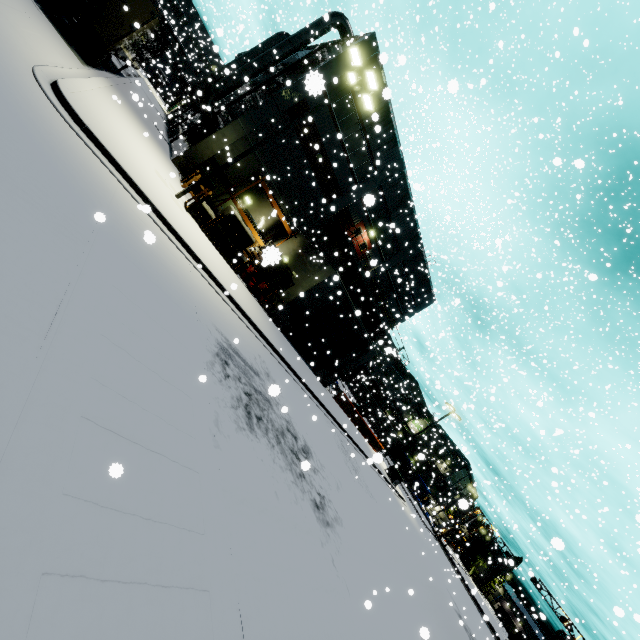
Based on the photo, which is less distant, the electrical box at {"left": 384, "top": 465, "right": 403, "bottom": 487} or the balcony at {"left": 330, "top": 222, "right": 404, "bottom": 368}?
the balcony at {"left": 330, "top": 222, "right": 404, "bottom": 368}

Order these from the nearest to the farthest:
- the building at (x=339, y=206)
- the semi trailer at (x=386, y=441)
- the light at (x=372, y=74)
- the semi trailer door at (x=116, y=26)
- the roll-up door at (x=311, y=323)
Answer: the semi trailer door at (x=116, y=26), the light at (x=372, y=74), the building at (x=339, y=206), the roll-up door at (x=311, y=323), the semi trailer at (x=386, y=441)

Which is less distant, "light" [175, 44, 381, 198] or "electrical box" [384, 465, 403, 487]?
"light" [175, 44, 381, 198]

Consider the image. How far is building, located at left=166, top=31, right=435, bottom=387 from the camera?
19.9m

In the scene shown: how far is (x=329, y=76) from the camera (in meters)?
20.30

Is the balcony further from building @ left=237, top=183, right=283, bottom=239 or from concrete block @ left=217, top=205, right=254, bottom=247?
concrete block @ left=217, top=205, right=254, bottom=247

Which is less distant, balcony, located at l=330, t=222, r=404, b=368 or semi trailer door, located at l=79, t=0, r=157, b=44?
semi trailer door, located at l=79, t=0, r=157, b=44

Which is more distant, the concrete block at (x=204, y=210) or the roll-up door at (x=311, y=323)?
the roll-up door at (x=311, y=323)
